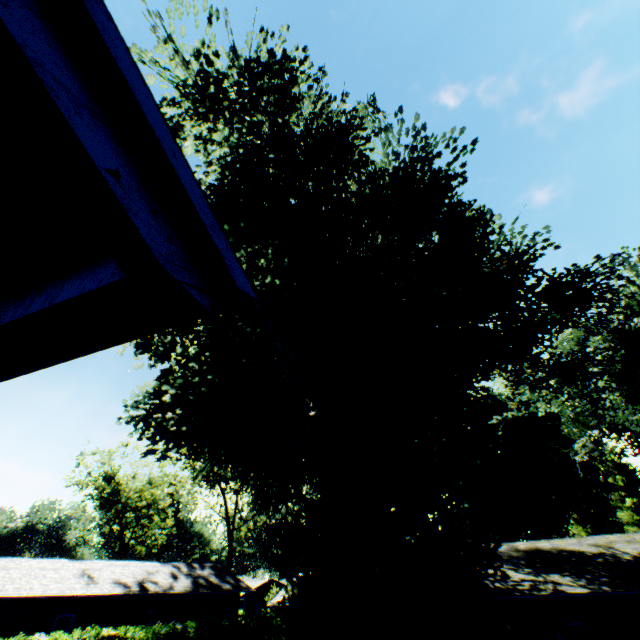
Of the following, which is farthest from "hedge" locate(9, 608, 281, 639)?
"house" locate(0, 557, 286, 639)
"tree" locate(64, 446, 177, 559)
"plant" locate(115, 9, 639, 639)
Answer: "tree" locate(64, 446, 177, 559)

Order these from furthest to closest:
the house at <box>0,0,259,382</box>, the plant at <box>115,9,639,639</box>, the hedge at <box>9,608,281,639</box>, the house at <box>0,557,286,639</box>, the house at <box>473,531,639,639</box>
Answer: the house at <box>0,557,286,639</box> → the hedge at <box>9,608,281,639</box> → the house at <box>473,531,639,639</box> → the plant at <box>115,9,639,639</box> → the house at <box>0,0,259,382</box>

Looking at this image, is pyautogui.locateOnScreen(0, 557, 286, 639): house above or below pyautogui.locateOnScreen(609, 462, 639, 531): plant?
below

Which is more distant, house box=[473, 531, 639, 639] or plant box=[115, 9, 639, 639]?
house box=[473, 531, 639, 639]

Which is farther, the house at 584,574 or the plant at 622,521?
the plant at 622,521

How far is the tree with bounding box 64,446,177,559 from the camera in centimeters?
4231cm

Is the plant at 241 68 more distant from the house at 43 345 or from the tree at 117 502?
the tree at 117 502

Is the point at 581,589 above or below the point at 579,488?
below
